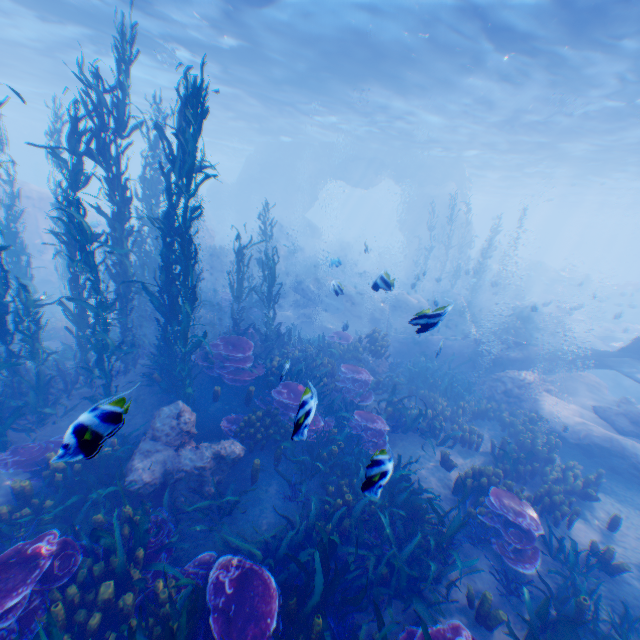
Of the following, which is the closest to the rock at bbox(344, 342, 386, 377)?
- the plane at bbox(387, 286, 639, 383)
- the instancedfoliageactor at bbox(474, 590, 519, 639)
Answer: the plane at bbox(387, 286, 639, 383)

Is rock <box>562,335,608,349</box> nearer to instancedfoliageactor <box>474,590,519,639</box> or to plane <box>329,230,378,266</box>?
plane <box>329,230,378,266</box>

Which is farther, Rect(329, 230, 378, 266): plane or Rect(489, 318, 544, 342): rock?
Rect(329, 230, 378, 266): plane

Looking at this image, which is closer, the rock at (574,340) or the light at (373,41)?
the light at (373,41)

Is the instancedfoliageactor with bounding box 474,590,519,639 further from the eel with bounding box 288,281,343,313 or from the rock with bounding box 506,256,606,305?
the eel with bounding box 288,281,343,313

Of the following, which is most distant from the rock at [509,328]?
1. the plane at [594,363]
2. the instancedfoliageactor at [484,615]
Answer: the instancedfoliageactor at [484,615]

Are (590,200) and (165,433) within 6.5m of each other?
no

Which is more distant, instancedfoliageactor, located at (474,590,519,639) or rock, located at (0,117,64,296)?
rock, located at (0,117,64,296)
